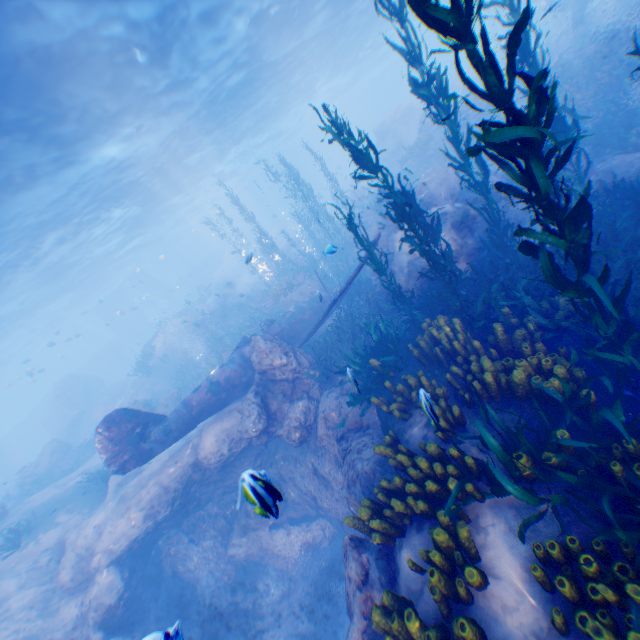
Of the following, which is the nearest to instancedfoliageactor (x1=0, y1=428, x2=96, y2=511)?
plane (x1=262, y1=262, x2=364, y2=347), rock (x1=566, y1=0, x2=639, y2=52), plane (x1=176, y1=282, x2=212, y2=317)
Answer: rock (x1=566, y1=0, x2=639, y2=52)

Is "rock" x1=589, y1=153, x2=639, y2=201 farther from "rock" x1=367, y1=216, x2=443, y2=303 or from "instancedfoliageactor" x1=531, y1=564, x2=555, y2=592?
"rock" x1=367, y1=216, x2=443, y2=303

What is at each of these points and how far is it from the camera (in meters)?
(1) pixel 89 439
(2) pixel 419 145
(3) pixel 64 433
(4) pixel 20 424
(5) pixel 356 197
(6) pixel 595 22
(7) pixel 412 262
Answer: (1) instancedfoliageactor, 22.78
(2) instancedfoliageactor, 20.44
(3) rock, 28.33
(4) submarine, 42.84
(5) rock, 30.58
(6) rock, 18.52
(7) rock, 10.33

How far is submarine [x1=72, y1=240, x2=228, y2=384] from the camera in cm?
4588

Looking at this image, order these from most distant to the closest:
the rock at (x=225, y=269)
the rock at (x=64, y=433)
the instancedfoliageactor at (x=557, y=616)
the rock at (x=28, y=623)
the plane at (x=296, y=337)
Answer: the rock at (x=225, y=269)
the rock at (x=64, y=433)
the plane at (x=296, y=337)
the rock at (x=28, y=623)
the instancedfoliageactor at (x=557, y=616)

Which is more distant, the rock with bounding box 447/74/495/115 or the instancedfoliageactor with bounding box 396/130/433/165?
the instancedfoliageactor with bounding box 396/130/433/165

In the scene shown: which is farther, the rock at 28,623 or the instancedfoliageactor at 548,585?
the rock at 28,623
